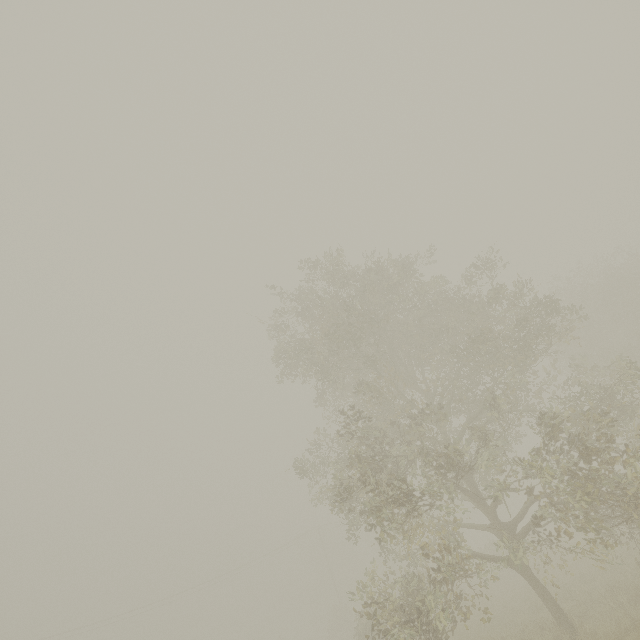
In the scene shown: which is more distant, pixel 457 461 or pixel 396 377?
pixel 457 461
